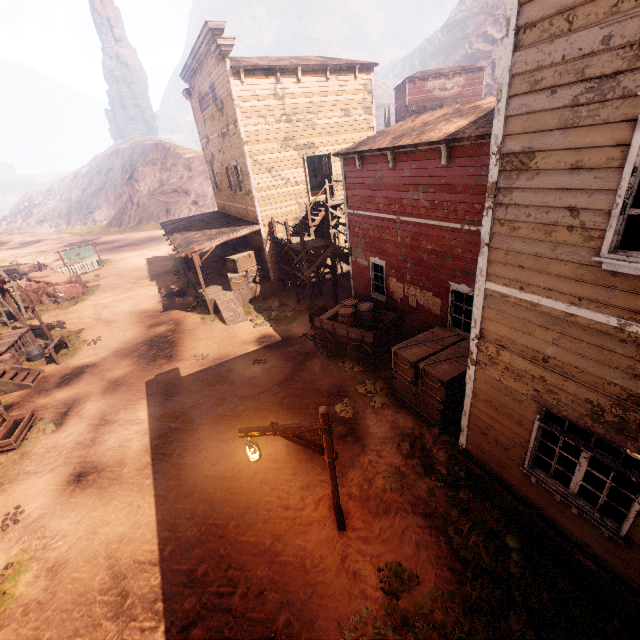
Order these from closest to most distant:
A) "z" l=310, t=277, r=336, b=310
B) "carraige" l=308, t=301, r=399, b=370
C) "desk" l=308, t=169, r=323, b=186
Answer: Result:
1. "carraige" l=308, t=301, r=399, b=370
2. "z" l=310, t=277, r=336, b=310
3. "desk" l=308, t=169, r=323, b=186

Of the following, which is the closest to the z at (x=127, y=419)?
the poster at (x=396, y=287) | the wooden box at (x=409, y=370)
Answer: the wooden box at (x=409, y=370)

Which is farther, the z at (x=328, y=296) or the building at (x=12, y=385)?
the z at (x=328, y=296)

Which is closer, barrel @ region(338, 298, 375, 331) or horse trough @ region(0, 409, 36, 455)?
horse trough @ region(0, 409, 36, 455)

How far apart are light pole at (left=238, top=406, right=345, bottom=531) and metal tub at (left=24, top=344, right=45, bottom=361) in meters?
15.7 m

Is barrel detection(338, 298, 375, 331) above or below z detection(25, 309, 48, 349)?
above

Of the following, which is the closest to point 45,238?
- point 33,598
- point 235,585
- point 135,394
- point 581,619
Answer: point 135,394

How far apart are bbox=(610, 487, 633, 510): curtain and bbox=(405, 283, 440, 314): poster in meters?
6.3 m
